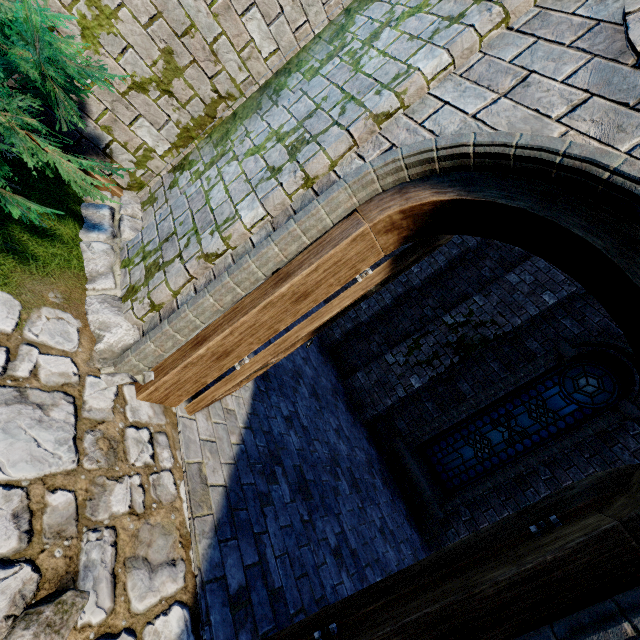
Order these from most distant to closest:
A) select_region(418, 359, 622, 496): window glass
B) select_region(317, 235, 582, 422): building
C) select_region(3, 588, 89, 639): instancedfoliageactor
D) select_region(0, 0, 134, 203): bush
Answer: select_region(317, 235, 582, 422): building → select_region(418, 359, 622, 496): window glass → select_region(0, 0, 134, 203): bush → select_region(3, 588, 89, 639): instancedfoliageactor

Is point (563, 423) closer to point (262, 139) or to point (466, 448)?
point (466, 448)

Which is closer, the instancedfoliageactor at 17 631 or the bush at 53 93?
the instancedfoliageactor at 17 631

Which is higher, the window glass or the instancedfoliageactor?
the window glass

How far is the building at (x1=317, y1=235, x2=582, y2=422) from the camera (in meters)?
6.32

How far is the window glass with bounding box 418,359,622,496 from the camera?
5.8m

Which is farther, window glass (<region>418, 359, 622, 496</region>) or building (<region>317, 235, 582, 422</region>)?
building (<region>317, 235, 582, 422</region>)

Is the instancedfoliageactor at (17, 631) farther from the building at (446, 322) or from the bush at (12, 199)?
the bush at (12, 199)
